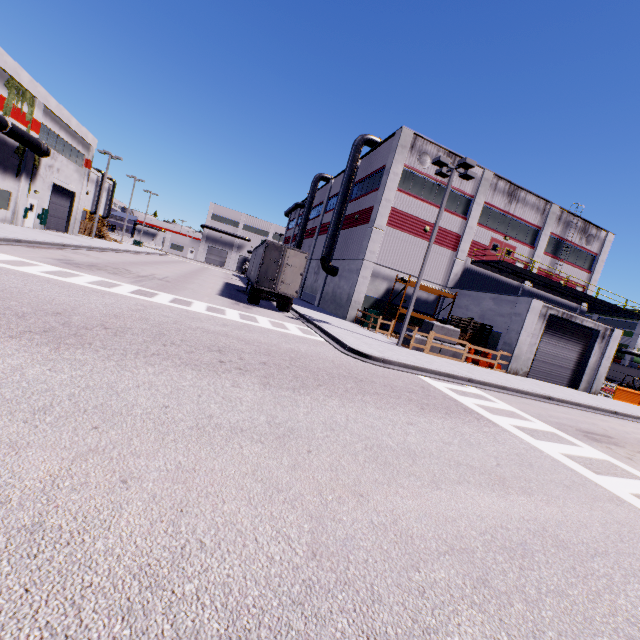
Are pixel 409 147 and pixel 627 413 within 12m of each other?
no

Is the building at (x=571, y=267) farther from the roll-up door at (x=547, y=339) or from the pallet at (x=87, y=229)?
the pallet at (x=87, y=229)

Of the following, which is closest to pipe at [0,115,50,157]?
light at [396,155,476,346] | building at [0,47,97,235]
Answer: building at [0,47,97,235]

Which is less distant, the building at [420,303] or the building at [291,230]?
the building at [420,303]

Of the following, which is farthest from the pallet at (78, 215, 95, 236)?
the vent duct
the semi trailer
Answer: the vent duct

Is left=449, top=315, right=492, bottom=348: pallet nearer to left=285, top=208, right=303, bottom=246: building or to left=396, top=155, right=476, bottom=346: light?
left=285, top=208, right=303, bottom=246: building

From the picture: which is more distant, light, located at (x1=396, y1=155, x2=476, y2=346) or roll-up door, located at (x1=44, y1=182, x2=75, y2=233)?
roll-up door, located at (x1=44, y1=182, x2=75, y2=233)

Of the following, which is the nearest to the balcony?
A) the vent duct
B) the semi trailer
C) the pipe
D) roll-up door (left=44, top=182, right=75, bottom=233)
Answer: the semi trailer
